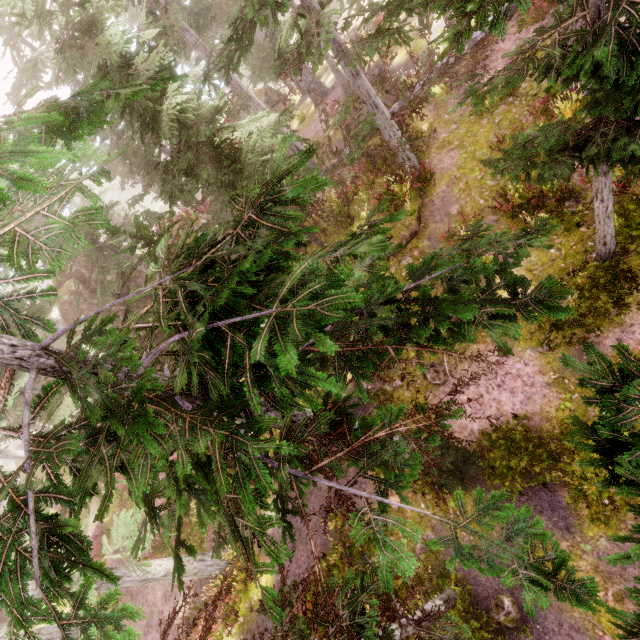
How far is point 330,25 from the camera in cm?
878

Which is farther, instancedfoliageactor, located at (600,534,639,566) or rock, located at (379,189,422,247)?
rock, located at (379,189,422,247)

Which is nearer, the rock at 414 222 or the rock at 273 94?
the rock at 414 222

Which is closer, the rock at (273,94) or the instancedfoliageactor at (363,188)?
the instancedfoliageactor at (363,188)

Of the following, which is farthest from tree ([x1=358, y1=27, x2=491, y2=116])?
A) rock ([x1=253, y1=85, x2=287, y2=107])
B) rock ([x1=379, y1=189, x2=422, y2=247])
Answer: rock ([x1=253, y1=85, x2=287, y2=107])

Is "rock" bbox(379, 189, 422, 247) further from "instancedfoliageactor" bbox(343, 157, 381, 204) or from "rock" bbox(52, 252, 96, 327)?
"rock" bbox(52, 252, 96, 327)

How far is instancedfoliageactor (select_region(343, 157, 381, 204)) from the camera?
13.55m

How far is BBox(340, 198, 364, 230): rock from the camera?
14.2 meters
